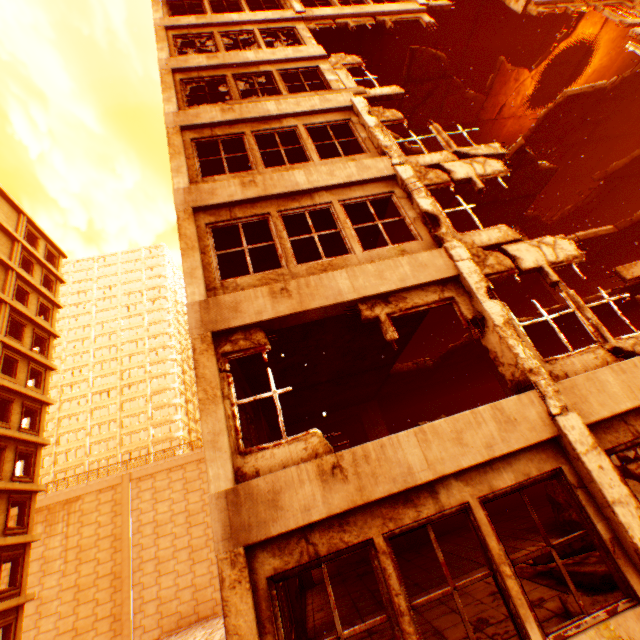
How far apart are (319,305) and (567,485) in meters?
4.5 m

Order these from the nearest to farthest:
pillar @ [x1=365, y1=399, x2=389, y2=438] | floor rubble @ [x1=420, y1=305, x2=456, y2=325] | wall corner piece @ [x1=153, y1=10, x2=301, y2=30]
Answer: wall corner piece @ [x1=153, y1=10, x2=301, y2=30]
pillar @ [x1=365, y1=399, x2=389, y2=438]
floor rubble @ [x1=420, y1=305, x2=456, y2=325]

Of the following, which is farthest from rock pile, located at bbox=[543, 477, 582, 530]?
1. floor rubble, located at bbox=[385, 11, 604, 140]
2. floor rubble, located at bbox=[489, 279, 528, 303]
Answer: floor rubble, located at bbox=[489, 279, 528, 303]

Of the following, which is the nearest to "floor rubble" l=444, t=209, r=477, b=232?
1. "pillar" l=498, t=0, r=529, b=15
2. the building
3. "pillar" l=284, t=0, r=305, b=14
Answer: "pillar" l=284, t=0, r=305, b=14

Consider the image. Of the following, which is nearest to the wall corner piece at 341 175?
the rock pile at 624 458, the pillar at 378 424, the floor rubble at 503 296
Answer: the rock pile at 624 458

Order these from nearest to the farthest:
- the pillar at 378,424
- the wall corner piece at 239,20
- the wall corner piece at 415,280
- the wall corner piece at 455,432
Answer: the wall corner piece at 455,432, the wall corner piece at 415,280, the wall corner piece at 239,20, the pillar at 378,424

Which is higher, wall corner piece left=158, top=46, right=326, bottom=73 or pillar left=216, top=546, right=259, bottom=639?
wall corner piece left=158, top=46, right=326, bottom=73

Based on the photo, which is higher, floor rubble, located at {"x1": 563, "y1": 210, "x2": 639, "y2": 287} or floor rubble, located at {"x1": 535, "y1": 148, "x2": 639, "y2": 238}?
floor rubble, located at {"x1": 535, "y1": 148, "x2": 639, "y2": 238}
